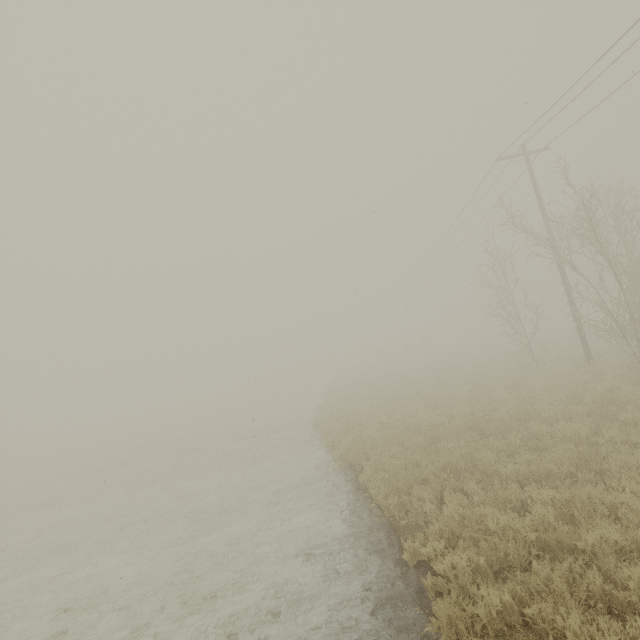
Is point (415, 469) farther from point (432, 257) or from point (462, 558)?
point (432, 257)
